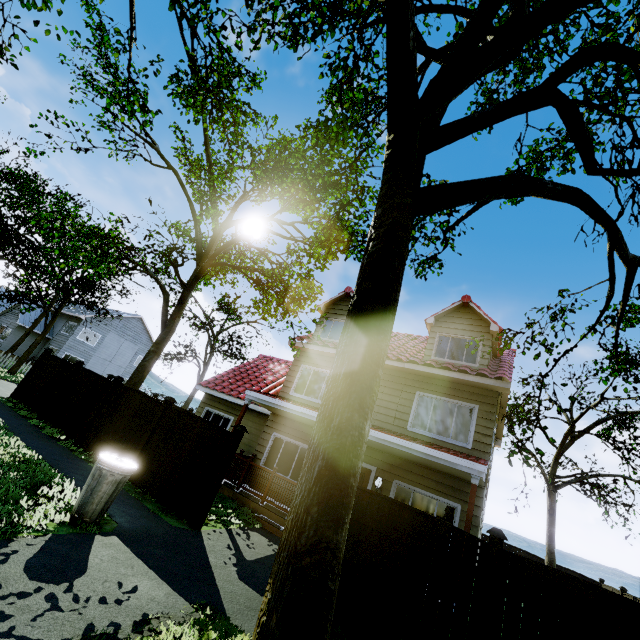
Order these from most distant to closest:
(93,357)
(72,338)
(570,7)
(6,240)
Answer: (93,357) < (72,338) < (6,240) < (570,7)

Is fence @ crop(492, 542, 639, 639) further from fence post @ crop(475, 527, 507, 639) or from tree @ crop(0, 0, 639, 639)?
tree @ crop(0, 0, 639, 639)

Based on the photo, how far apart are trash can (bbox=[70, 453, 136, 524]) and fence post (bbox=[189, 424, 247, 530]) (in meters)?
1.84

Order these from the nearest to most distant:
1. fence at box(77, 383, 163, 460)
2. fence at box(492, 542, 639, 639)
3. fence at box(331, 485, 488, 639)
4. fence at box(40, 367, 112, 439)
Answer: fence at box(492, 542, 639, 639), fence at box(331, 485, 488, 639), fence at box(77, 383, 163, 460), fence at box(40, 367, 112, 439)

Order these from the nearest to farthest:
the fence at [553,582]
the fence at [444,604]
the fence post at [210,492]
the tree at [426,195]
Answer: the tree at [426,195], the fence at [553,582], the fence at [444,604], the fence post at [210,492]

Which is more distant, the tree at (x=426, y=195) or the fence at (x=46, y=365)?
the fence at (x=46, y=365)

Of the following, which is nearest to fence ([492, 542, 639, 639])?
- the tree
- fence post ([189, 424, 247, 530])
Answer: fence post ([189, 424, 247, 530])

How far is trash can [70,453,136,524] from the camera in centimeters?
518cm
